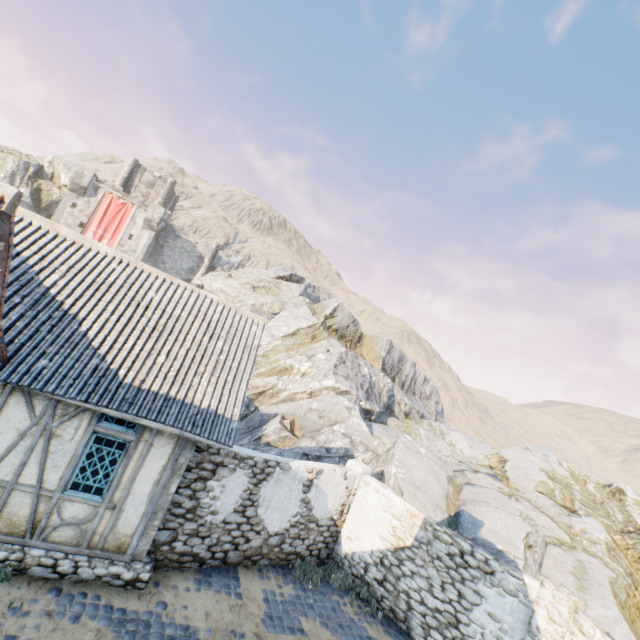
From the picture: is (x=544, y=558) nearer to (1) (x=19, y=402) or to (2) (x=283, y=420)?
(2) (x=283, y=420)

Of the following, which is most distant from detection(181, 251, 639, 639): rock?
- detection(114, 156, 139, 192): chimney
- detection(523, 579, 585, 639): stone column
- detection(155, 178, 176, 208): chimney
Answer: detection(155, 178, 176, 208): chimney

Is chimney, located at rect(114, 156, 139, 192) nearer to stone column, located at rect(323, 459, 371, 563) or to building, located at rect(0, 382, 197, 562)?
building, located at rect(0, 382, 197, 562)

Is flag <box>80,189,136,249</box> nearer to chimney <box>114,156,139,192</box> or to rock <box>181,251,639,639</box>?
rock <box>181,251,639,639</box>

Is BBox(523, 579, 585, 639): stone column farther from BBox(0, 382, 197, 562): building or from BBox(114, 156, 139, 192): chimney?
BBox(114, 156, 139, 192): chimney

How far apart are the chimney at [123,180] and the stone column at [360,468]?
43.13m

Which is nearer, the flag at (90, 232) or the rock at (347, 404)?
the rock at (347, 404)

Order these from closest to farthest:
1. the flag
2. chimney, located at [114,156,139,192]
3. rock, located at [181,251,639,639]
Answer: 1. rock, located at [181,251,639,639]
2. the flag
3. chimney, located at [114,156,139,192]
